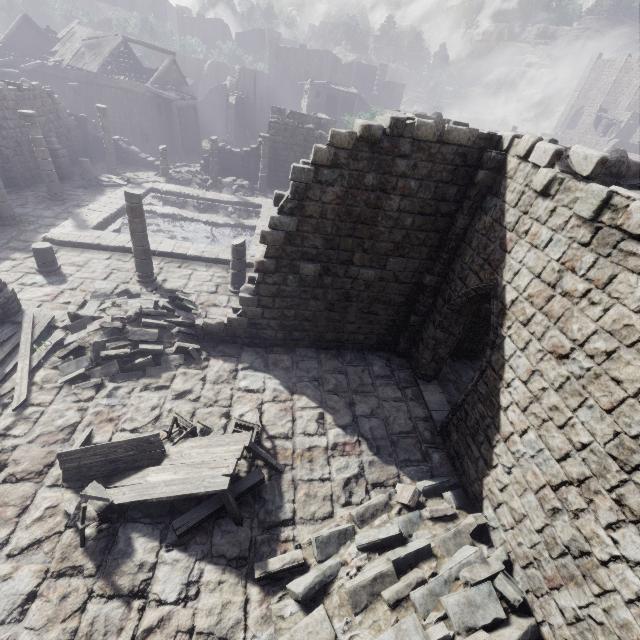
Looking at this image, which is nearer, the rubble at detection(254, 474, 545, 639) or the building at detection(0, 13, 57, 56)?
the rubble at detection(254, 474, 545, 639)

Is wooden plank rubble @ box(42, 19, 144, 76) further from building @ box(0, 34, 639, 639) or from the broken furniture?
the broken furniture

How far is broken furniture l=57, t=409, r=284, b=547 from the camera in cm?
586

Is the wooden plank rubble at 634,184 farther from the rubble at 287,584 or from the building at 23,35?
the rubble at 287,584

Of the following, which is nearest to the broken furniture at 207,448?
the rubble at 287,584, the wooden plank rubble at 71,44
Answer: the rubble at 287,584

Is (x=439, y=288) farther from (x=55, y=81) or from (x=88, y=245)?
(x=55, y=81)

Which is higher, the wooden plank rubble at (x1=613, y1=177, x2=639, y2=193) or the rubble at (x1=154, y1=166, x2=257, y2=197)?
the wooden plank rubble at (x1=613, y1=177, x2=639, y2=193)

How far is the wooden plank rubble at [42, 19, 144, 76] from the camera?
27.9m
